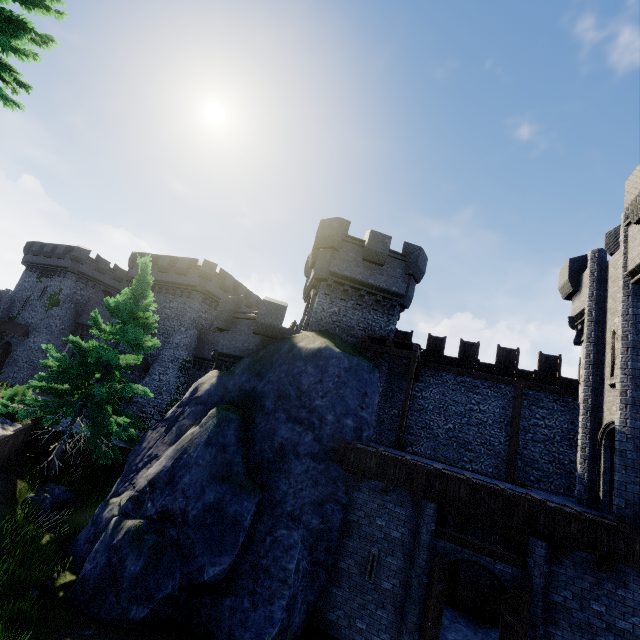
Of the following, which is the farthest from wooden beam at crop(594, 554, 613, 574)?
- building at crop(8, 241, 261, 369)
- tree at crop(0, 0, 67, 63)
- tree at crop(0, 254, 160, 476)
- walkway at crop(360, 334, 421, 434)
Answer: building at crop(8, 241, 261, 369)

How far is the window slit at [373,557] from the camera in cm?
1047

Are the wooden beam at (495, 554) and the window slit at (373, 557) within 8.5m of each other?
yes

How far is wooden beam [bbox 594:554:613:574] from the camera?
8.5 meters

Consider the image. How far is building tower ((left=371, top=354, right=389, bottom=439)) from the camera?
17.57m

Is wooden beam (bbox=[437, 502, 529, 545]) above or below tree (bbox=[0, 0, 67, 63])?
below

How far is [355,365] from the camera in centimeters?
1428cm

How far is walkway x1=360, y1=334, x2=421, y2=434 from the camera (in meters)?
15.20
